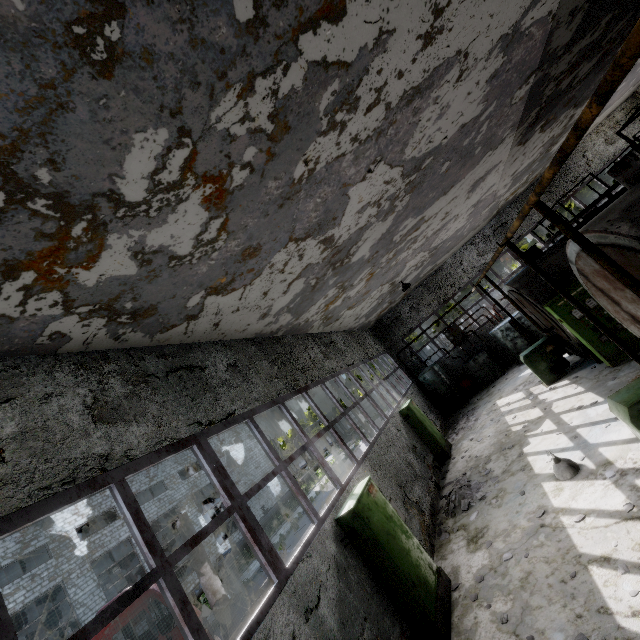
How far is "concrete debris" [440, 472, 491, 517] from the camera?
8.39m

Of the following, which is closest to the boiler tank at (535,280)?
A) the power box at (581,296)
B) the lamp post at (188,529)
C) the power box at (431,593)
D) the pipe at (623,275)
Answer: the power box at (581,296)

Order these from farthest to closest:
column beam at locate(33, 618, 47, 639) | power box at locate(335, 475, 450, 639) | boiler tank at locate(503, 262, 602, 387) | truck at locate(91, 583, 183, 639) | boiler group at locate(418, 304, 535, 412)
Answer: column beam at locate(33, 618, 47, 639) < boiler group at locate(418, 304, 535, 412) < boiler tank at locate(503, 262, 602, 387) < truck at locate(91, 583, 183, 639) < power box at locate(335, 475, 450, 639)

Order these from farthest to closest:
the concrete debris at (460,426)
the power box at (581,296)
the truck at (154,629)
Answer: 1. the concrete debris at (460,426)
2. the power box at (581,296)
3. the truck at (154,629)

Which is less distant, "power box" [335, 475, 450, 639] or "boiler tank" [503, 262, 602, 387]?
"power box" [335, 475, 450, 639]

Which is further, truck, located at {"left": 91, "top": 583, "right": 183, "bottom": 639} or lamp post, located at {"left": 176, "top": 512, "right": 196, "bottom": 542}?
lamp post, located at {"left": 176, "top": 512, "right": 196, "bottom": 542}

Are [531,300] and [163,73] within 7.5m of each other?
no

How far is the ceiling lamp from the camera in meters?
6.6 m
